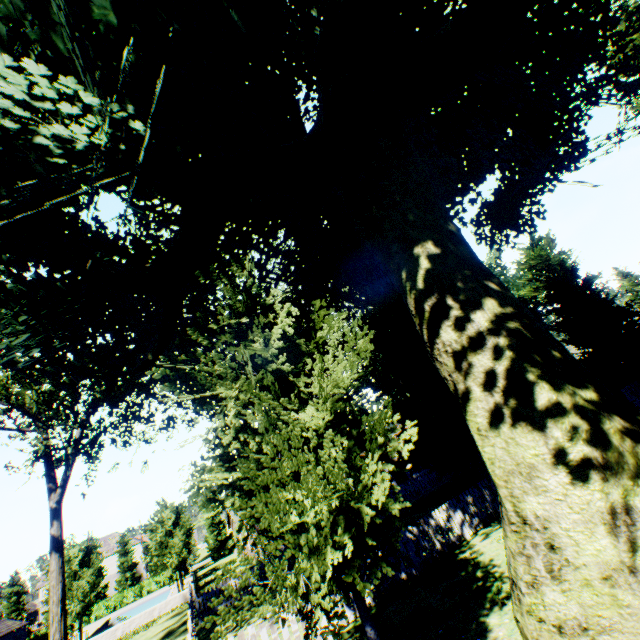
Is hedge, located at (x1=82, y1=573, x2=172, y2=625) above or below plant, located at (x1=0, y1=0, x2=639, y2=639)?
below

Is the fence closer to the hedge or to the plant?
the plant

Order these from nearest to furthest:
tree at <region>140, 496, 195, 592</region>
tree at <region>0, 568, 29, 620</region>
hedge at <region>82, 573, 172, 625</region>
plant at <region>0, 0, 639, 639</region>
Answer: plant at <region>0, 0, 639, 639</region>, tree at <region>140, 496, 195, 592</region>, hedge at <region>82, 573, 172, 625</region>, tree at <region>0, 568, 29, 620</region>

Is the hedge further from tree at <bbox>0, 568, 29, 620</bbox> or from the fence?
the fence

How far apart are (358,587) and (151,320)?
10.19m

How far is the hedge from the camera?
45.5 meters

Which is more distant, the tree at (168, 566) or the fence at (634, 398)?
the tree at (168, 566)

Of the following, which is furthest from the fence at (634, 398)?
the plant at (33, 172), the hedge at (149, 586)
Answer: the hedge at (149, 586)
